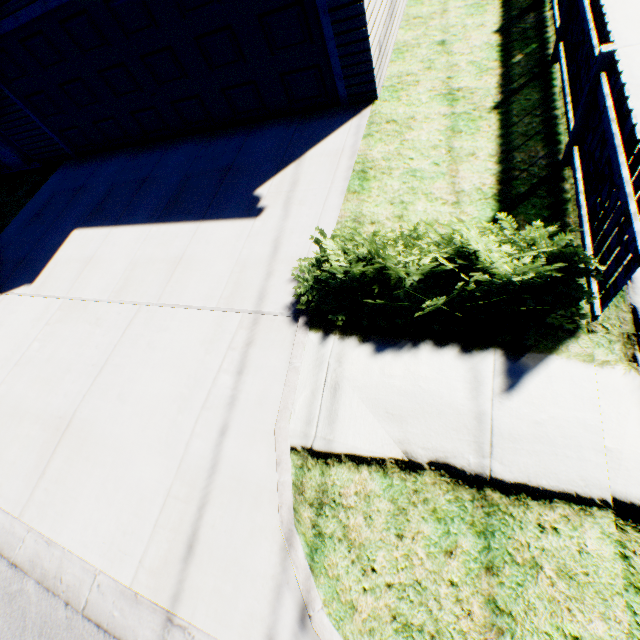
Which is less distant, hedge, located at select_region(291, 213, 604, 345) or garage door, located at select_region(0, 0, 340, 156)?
hedge, located at select_region(291, 213, 604, 345)

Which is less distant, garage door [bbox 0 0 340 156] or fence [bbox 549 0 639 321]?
fence [bbox 549 0 639 321]

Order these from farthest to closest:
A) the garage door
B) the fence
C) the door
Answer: the door → the garage door → the fence

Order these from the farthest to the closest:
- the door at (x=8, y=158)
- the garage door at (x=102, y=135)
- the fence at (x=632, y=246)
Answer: the door at (x=8, y=158) → the garage door at (x=102, y=135) → the fence at (x=632, y=246)

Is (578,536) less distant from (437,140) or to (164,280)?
(437,140)

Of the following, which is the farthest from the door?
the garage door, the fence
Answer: the fence

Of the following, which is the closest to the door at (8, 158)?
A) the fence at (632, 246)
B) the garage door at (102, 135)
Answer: the garage door at (102, 135)

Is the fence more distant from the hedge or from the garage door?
the garage door
